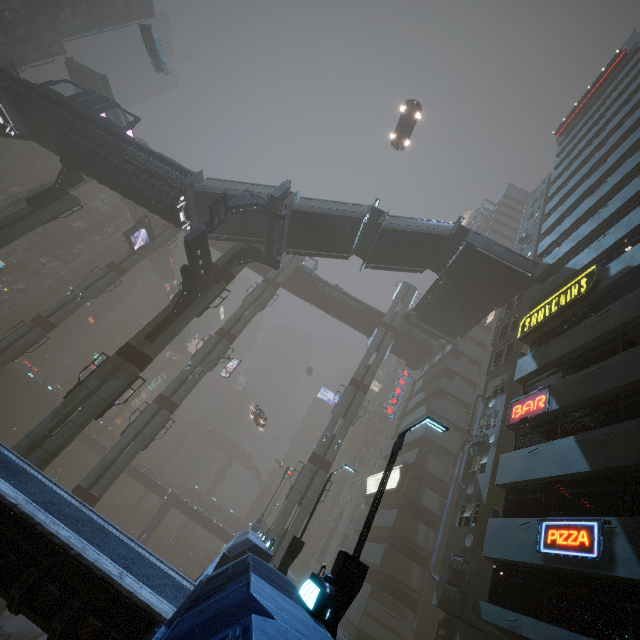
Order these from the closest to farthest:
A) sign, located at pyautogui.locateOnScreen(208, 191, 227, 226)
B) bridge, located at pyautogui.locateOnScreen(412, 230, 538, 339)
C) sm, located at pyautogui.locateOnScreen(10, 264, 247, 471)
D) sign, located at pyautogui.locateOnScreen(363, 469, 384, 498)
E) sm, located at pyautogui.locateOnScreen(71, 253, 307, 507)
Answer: sm, located at pyautogui.locateOnScreen(10, 264, 247, 471) → sign, located at pyautogui.locateOnScreen(208, 191, 227, 226) → bridge, located at pyautogui.locateOnScreen(412, 230, 538, 339) → sm, located at pyautogui.locateOnScreen(71, 253, 307, 507) → sign, located at pyautogui.locateOnScreen(363, 469, 384, 498)

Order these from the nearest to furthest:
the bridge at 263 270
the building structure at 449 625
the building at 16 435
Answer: the building structure at 449 625, the bridge at 263 270, the building at 16 435

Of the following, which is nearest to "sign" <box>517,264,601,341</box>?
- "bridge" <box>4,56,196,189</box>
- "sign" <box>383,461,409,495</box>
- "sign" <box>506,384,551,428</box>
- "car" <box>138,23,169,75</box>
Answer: "sign" <box>506,384,551,428</box>

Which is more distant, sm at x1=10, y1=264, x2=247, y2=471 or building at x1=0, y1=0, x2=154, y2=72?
building at x1=0, y1=0, x2=154, y2=72

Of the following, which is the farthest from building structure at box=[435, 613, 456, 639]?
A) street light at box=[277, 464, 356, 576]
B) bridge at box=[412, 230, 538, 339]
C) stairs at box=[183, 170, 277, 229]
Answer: street light at box=[277, 464, 356, 576]

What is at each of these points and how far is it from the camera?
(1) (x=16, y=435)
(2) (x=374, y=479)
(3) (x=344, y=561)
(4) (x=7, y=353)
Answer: (1) building, 53.0m
(2) sign, 37.3m
(3) street light, 6.7m
(4) sm, 30.1m

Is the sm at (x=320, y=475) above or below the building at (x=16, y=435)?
above

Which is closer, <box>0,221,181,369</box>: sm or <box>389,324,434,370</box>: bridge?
<box>0,221,181,369</box>: sm
